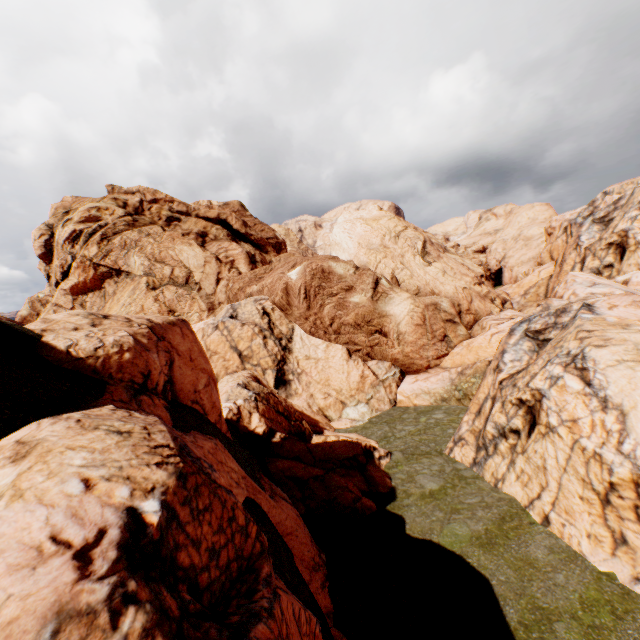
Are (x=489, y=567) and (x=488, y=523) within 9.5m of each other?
yes
